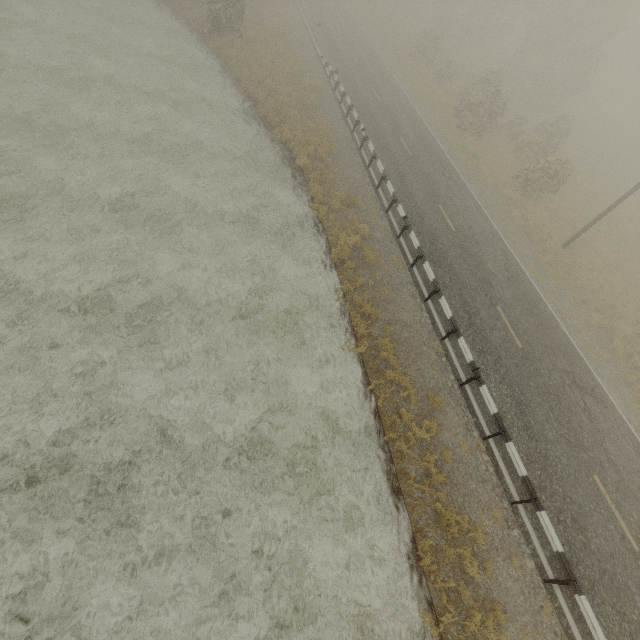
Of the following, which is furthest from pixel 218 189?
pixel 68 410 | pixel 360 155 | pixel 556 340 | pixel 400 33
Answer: A: pixel 400 33
